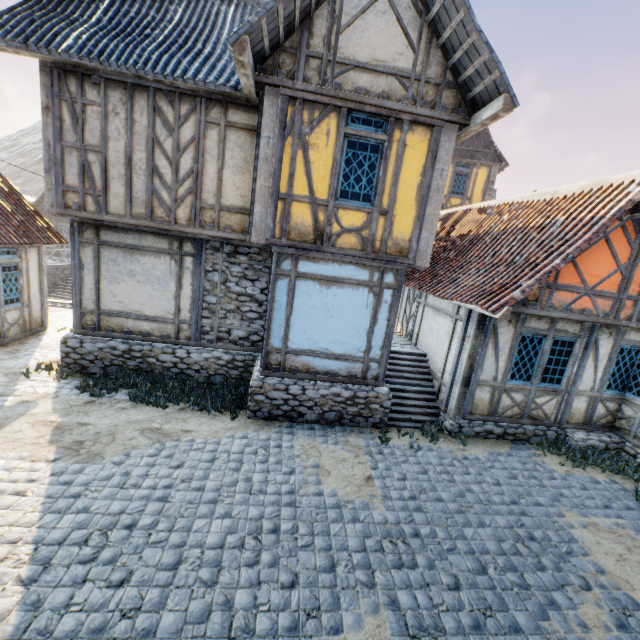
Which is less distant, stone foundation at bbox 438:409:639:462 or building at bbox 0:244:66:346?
stone foundation at bbox 438:409:639:462

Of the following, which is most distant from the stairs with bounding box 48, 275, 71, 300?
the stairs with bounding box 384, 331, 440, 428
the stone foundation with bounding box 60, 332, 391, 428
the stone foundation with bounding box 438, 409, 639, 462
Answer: the stone foundation with bounding box 438, 409, 639, 462

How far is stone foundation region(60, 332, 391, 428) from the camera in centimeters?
744cm

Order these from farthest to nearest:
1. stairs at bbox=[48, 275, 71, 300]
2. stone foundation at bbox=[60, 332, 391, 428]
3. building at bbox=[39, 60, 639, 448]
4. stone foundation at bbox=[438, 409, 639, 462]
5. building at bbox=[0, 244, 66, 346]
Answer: stairs at bbox=[48, 275, 71, 300] → building at bbox=[0, 244, 66, 346] → stone foundation at bbox=[438, 409, 639, 462] → stone foundation at bbox=[60, 332, 391, 428] → building at bbox=[39, 60, 639, 448]

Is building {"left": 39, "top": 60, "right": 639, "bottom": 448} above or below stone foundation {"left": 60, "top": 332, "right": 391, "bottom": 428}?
above

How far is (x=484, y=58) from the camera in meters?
5.7 m

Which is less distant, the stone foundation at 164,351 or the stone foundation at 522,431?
the stone foundation at 164,351

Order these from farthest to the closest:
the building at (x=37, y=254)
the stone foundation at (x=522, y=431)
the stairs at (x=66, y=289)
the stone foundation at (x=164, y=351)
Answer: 1. the stairs at (x=66, y=289)
2. the building at (x=37, y=254)
3. the stone foundation at (x=522, y=431)
4. the stone foundation at (x=164, y=351)
